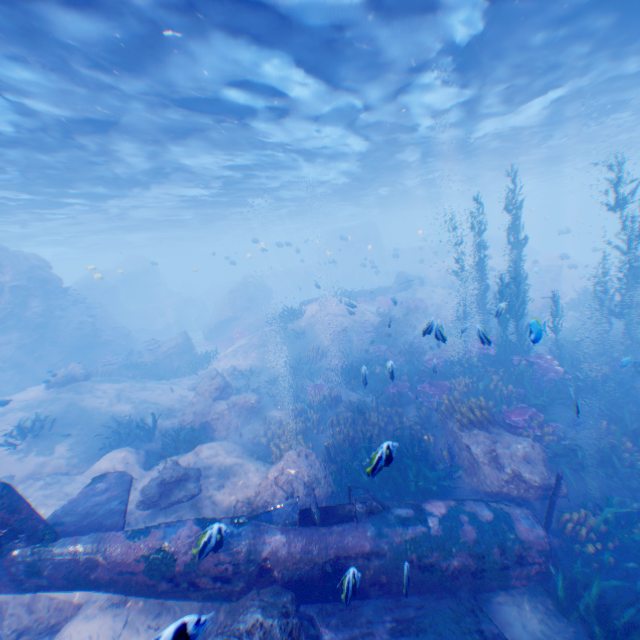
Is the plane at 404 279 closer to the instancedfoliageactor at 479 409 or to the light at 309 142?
the instancedfoliageactor at 479 409

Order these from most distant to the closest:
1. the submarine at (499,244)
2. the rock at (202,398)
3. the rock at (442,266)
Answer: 1. the submarine at (499,244)
2. the rock at (442,266)
3. the rock at (202,398)

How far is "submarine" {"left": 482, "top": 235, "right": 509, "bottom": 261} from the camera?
41.2m

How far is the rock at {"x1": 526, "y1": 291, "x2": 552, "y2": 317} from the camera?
20.6m

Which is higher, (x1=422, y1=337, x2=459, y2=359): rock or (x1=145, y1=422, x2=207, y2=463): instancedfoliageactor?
(x1=422, y1=337, x2=459, y2=359): rock

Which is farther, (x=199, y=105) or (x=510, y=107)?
(x=510, y=107)

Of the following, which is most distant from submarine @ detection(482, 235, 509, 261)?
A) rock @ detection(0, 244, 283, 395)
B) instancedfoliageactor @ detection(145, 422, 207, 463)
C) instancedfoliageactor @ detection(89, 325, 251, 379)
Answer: instancedfoliageactor @ detection(89, 325, 251, 379)

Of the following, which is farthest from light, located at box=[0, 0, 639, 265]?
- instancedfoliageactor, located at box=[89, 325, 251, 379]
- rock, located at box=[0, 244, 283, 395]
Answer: instancedfoliageactor, located at box=[89, 325, 251, 379]
